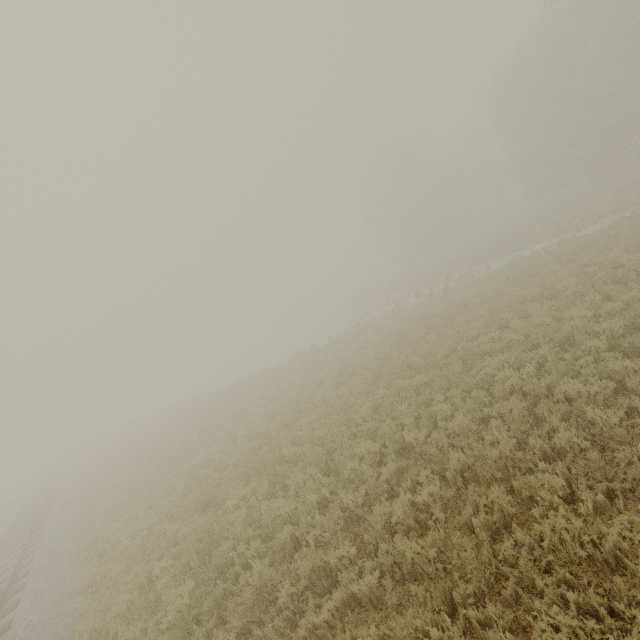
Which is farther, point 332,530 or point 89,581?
point 89,581
